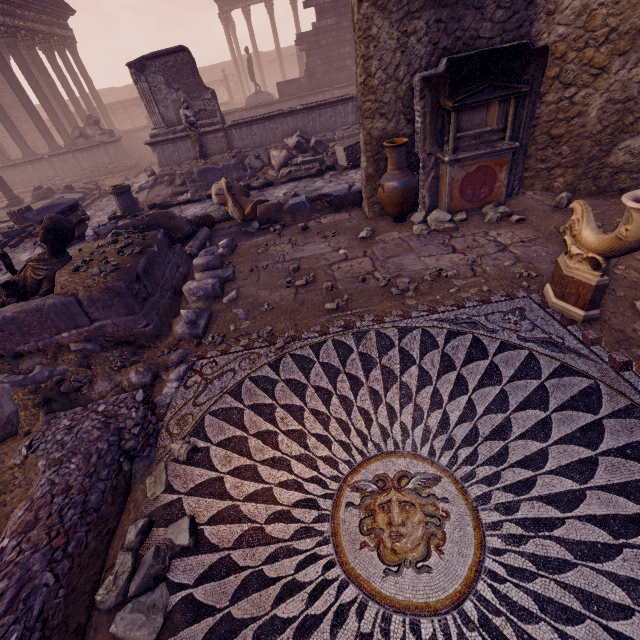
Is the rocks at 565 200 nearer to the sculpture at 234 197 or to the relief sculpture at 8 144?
the sculpture at 234 197

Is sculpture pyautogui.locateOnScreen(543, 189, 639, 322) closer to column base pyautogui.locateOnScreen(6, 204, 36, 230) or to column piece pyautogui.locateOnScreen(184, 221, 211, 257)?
column piece pyautogui.locateOnScreen(184, 221, 211, 257)

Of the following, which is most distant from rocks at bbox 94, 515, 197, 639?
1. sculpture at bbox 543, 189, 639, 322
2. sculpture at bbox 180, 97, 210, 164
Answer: sculpture at bbox 180, 97, 210, 164

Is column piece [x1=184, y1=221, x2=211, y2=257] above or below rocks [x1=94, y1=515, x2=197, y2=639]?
above

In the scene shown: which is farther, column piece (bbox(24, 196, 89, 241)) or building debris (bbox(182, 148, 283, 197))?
building debris (bbox(182, 148, 283, 197))

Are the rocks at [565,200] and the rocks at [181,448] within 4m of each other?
no

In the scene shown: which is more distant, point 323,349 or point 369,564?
point 323,349

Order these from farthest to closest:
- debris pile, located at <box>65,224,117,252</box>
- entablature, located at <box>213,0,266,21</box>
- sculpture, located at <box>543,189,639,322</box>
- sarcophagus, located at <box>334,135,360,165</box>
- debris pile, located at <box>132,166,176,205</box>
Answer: entablature, located at <box>213,0,266,21</box>, debris pile, located at <box>132,166,176,205</box>, sarcophagus, located at <box>334,135,360,165</box>, debris pile, located at <box>65,224,117,252</box>, sculpture, located at <box>543,189,639,322</box>
